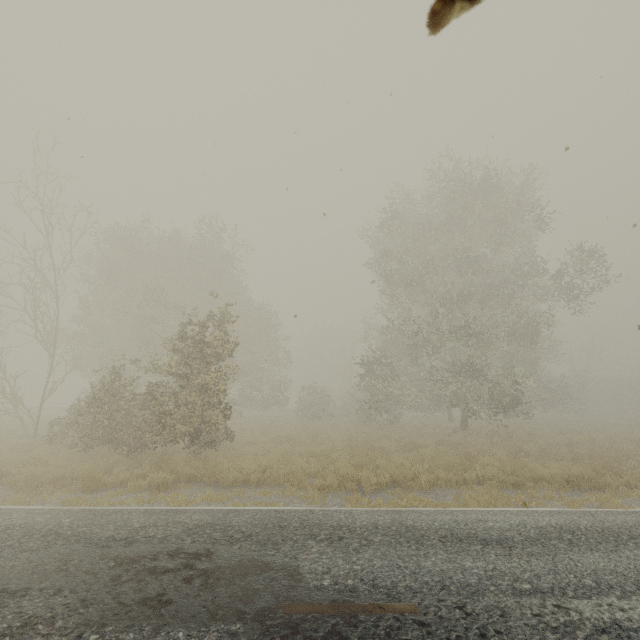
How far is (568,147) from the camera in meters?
4.0 m
